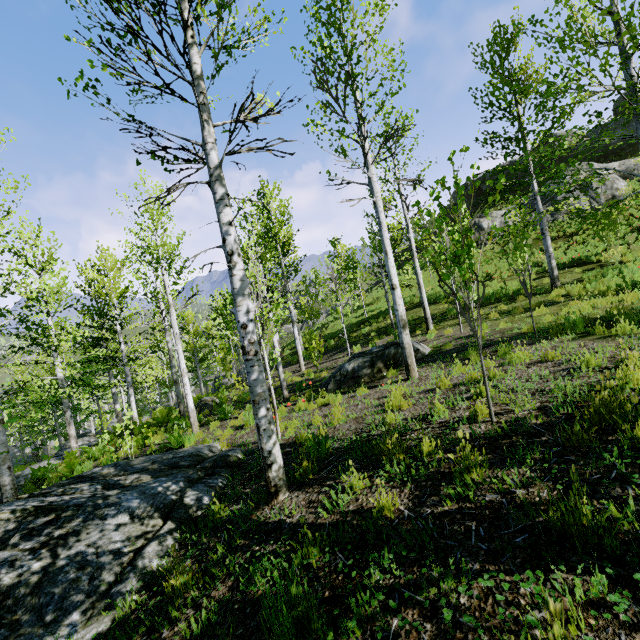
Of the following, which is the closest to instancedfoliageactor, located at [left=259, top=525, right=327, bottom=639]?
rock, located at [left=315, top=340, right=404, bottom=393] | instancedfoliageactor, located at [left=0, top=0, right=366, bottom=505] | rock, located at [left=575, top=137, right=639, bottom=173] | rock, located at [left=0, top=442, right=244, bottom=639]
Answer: rock, located at [left=0, top=442, right=244, bottom=639]

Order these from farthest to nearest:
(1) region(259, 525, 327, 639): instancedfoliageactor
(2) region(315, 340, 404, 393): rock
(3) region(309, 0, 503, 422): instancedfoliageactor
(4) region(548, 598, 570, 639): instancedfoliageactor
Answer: (2) region(315, 340, 404, 393): rock
(3) region(309, 0, 503, 422): instancedfoliageactor
(1) region(259, 525, 327, 639): instancedfoliageactor
(4) region(548, 598, 570, 639): instancedfoliageactor

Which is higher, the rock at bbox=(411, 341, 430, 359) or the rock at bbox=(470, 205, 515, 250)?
the rock at bbox=(470, 205, 515, 250)

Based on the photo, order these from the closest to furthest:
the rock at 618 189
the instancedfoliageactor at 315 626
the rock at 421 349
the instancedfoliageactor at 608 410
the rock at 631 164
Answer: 1. the instancedfoliageactor at 315 626
2. the instancedfoliageactor at 608 410
3. the rock at 421 349
4. the rock at 618 189
5. the rock at 631 164

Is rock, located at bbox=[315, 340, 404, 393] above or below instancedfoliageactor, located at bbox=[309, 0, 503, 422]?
below

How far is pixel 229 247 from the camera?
3.89m

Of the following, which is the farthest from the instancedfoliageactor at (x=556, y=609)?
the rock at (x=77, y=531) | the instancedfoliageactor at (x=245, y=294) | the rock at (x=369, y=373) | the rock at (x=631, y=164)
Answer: the rock at (x=631, y=164)

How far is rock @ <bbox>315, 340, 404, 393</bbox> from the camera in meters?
9.2
